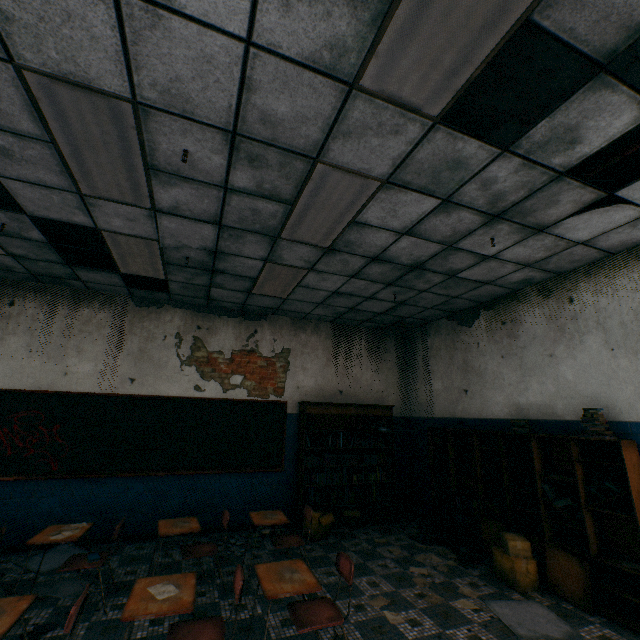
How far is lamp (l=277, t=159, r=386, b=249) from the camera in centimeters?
283cm

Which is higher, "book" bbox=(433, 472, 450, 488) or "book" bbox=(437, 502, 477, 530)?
"book" bbox=(433, 472, 450, 488)

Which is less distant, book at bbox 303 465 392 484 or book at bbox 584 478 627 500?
book at bbox 584 478 627 500

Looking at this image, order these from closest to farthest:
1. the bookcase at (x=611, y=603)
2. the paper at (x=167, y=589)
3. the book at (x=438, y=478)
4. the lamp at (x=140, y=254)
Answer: the paper at (x=167, y=589) < the bookcase at (x=611, y=603) < the lamp at (x=140, y=254) < the book at (x=438, y=478)

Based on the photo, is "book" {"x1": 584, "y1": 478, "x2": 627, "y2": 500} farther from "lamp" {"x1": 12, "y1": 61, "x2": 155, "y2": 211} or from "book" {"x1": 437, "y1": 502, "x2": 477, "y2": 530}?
"lamp" {"x1": 12, "y1": 61, "x2": 155, "y2": 211}

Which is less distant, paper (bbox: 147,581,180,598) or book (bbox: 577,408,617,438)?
paper (bbox: 147,581,180,598)

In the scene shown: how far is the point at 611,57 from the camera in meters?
1.9 m

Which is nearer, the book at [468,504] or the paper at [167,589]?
A: the paper at [167,589]
